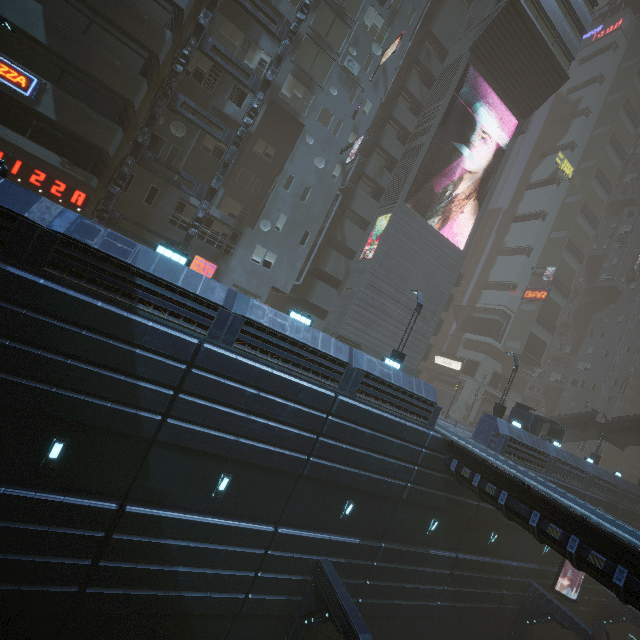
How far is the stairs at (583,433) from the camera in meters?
32.1 m

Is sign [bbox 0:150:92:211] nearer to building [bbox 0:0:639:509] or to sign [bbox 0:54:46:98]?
building [bbox 0:0:639:509]

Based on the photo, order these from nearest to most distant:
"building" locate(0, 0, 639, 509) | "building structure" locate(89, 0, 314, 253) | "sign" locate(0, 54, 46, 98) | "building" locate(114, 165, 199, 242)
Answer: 1. "building" locate(0, 0, 639, 509)
2. "sign" locate(0, 54, 46, 98)
3. "building structure" locate(89, 0, 314, 253)
4. "building" locate(114, 165, 199, 242)

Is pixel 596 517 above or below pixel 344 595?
above

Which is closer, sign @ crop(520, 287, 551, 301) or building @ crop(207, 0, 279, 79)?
building @ crop(207, 0, 279, 79)

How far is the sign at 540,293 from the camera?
45.3m

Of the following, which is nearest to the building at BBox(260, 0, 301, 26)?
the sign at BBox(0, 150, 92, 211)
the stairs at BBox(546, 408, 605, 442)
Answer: the sign at BBox(0, 150, 92, 211)

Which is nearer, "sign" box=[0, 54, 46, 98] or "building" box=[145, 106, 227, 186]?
"sign" box=[0, 54, 46, 98]
